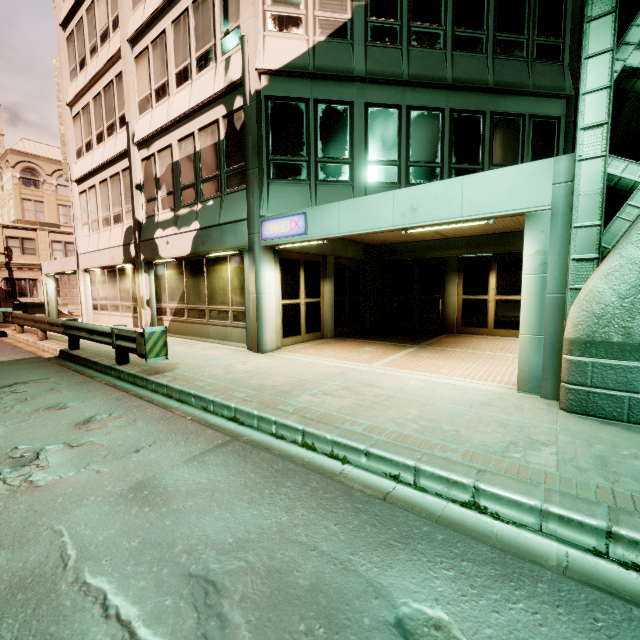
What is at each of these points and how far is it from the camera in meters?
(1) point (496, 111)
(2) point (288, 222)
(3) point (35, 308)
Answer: (1) building, 9.6
(2) sign, 8.1
(3) planter, 24.8

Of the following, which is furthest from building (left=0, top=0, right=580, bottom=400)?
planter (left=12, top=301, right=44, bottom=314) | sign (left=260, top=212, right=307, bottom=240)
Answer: planter (left=12, top=301, right=44, bottom=314)

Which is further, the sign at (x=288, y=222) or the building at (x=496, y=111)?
the sign at (x=288, y=222)

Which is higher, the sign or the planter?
the sign

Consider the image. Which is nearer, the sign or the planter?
the sign

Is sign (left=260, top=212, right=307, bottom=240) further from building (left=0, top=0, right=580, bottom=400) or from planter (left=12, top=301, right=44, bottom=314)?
planter (left=12, top=301, right=44, bottom=314)

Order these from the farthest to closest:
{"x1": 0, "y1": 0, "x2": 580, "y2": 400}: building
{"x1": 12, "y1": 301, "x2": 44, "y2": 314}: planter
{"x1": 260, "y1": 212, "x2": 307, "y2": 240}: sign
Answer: {"x1": 12, "y1": 301, "x2": 44, "y2": 314}: planter < {"x1": 260, "y1": 212, "x2": 307, "y2": 240}: sign < {"x1": 0, "y1": 0, "x2": 580, "y2": 400}: building

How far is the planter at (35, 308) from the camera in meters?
24.5
